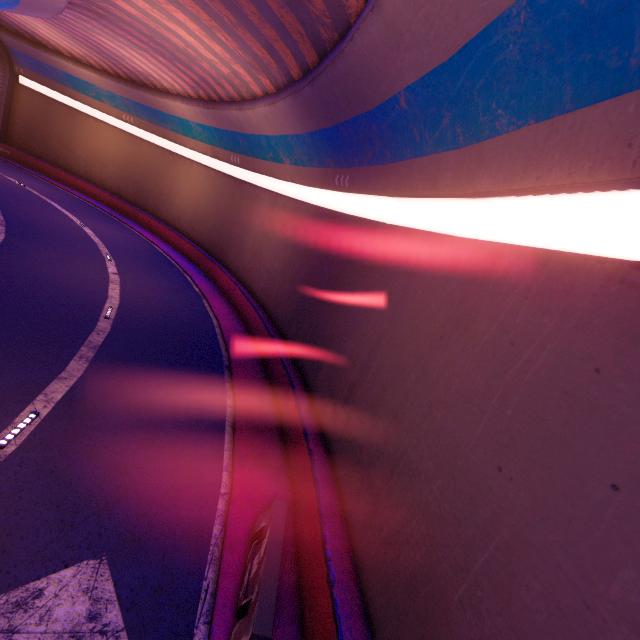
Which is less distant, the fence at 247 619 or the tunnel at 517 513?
the tunnel at 517 513

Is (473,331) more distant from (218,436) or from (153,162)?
(153,162)

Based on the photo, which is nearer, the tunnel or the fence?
the tunnel
